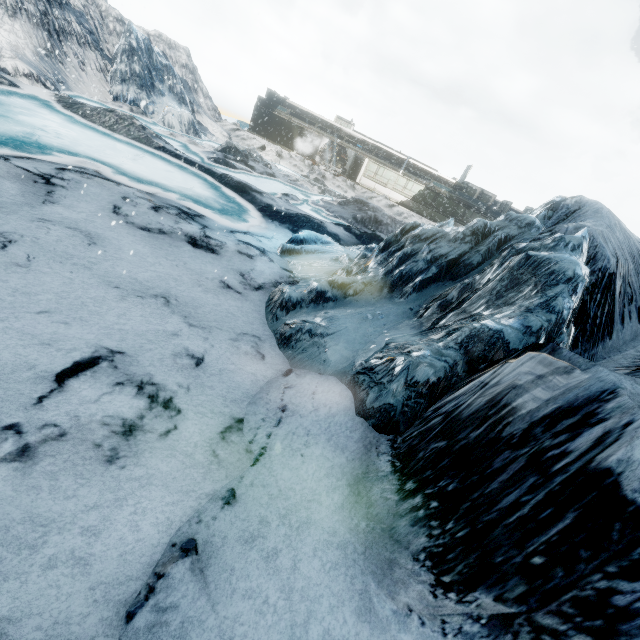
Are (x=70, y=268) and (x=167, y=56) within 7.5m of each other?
no
